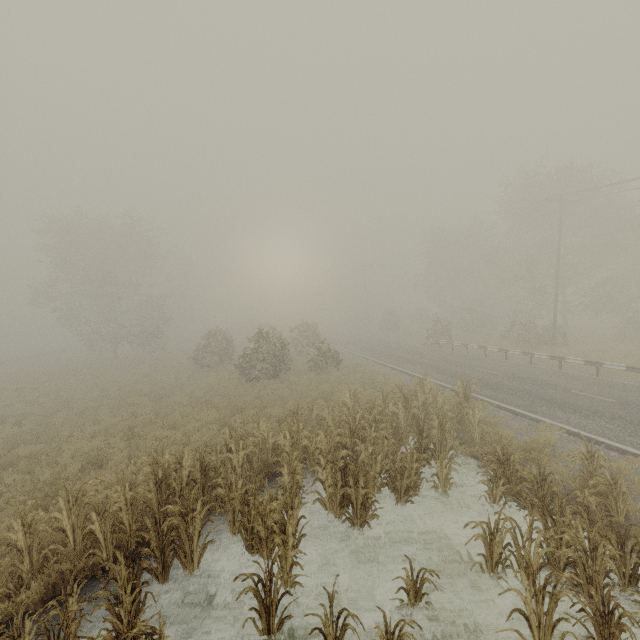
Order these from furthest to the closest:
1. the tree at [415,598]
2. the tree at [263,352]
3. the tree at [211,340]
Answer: the tree at [211,340] → the tree at [263,352] → the tree at [415,598]

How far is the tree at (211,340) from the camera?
28.39m

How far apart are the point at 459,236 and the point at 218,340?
36.9 meters

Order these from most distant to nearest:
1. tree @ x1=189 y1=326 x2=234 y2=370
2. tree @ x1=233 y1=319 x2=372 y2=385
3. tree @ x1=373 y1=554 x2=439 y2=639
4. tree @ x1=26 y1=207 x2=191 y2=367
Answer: tree @ x1=26 y1=207 x2=191 y2=367 < tree @ x1=189 y1=326 x2=234 y2=370 < tree @ x1=233 y1=319 x2=372 y2=385 < tree @ x1=373 y1=554 x2=439 y2=639

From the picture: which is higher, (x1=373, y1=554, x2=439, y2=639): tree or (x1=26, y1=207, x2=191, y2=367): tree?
(x1=26, y1=207, x2=191, y2=367): tree

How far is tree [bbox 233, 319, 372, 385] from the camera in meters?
21.7 m
